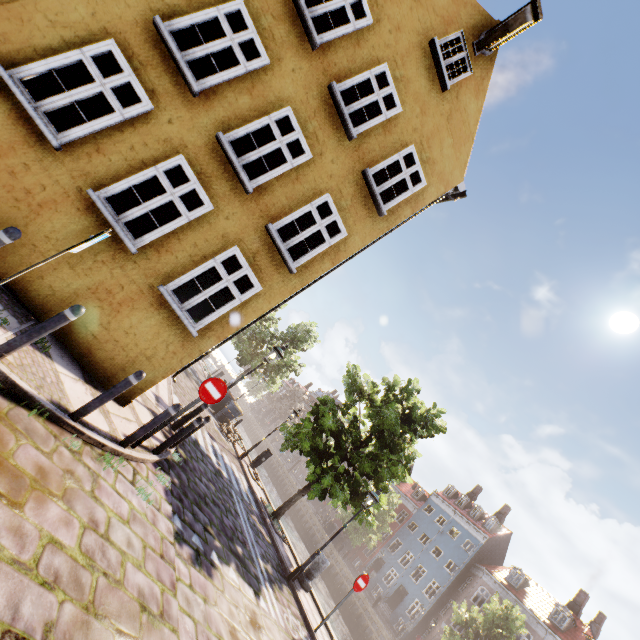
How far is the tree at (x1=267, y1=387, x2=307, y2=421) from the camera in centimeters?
5725cm

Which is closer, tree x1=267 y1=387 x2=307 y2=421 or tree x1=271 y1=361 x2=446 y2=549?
tree x1=271 y1=361 x2=446 y2=549

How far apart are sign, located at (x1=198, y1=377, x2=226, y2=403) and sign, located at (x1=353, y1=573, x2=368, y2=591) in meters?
6.9 m

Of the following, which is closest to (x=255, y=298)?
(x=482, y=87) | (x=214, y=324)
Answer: (x=214, y=324)

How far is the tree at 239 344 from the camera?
25.11m

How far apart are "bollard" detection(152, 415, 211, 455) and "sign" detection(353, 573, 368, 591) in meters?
6.5

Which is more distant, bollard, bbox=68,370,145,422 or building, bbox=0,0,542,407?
building, bbox=0,0,542,407

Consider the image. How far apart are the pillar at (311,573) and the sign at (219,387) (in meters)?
8.23
